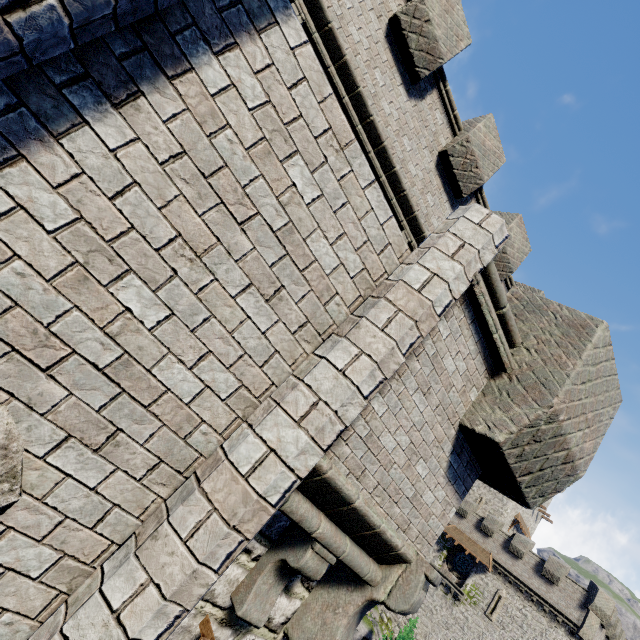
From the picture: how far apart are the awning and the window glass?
1.4m

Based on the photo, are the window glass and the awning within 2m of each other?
yes

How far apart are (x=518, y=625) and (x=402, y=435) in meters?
39.8

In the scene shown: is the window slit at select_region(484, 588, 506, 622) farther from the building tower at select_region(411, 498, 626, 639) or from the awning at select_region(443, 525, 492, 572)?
the awning at select_region(443, 525, 492, 572)

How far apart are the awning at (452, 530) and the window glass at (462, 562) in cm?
135

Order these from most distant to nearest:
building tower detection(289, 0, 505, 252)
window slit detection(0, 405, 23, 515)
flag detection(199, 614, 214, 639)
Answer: building tower detection(289, 0, 505, 252)
flag detection(199, 614, 214, 639)
window slit detection(0, 405, 23, 515)

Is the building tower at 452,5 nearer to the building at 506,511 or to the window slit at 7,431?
the window slit at 7,431

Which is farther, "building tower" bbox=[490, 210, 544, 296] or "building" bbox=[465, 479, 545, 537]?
"building" bbox=[465, 479, 545, 537]
